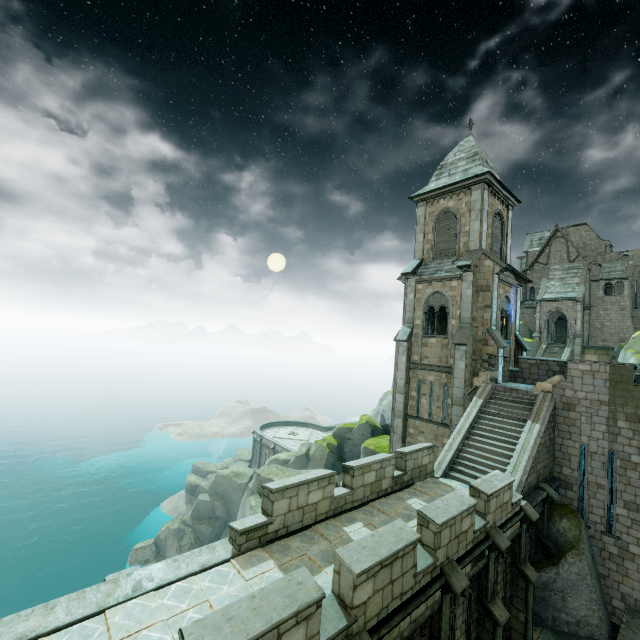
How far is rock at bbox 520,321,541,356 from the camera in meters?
39.7 m

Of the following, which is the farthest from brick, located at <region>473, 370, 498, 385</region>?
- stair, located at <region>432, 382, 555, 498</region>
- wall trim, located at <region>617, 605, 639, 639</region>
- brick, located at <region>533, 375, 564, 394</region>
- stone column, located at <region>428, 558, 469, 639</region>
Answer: stone column, located at <region>428, 558, 469, 639</region>

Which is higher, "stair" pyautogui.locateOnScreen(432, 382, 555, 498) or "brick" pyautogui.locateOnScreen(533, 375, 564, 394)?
"brick" pyautogui.locateOnScreen(533, 375, 564, 394)

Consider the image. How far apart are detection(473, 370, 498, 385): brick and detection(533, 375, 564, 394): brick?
2.06m

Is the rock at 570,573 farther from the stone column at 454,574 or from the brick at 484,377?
the stone column at 454,574

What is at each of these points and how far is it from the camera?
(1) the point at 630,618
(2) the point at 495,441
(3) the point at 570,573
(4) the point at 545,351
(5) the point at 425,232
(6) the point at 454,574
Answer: (1) wall trim, 12.2m
(2) stair, 14.9m
(3) rock, 12.7m
(4) stair, 39.3m
(5) building, 23.7m
(6) stone column, 8.0m

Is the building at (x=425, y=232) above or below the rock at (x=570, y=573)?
above
